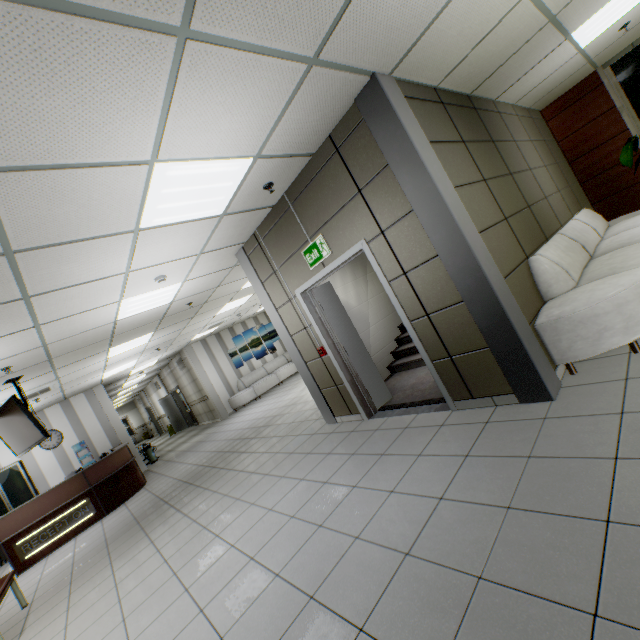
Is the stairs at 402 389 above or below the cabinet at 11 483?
below

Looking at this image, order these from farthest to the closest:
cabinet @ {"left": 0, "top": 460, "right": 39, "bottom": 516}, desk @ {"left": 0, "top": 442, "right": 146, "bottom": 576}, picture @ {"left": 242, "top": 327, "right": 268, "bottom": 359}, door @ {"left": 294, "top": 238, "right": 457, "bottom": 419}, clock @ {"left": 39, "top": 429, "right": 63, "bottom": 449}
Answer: picture @ {"left": 242, "top": 327, "right": 268, "bottom": 359} < clock @ {"left": 39, "top": 429, "right": 63, "bottom": 449} < cabinet @ {"left": 0, "top": 460, "right": 39, "bottom": 516} < desk @ {"left": 0, "top": 442, "right": 146, "bottom": 576} < door @ {"left": 294, "top": 238, "right": 457, "bottom": 419}

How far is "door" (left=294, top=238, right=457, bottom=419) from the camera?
3.6 meters

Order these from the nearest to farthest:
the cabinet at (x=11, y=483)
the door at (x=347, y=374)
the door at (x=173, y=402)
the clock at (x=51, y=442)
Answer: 1. the door at (x=347, y=374)
2. the cabinet at (x=11, y=483)
3. the clock at (x=51, y=442)
4. the door at (x=173, y=402)

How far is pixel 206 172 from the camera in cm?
293

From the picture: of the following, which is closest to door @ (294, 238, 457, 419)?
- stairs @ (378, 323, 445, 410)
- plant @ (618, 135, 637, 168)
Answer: stairs @ (378, 323, 445, 410)

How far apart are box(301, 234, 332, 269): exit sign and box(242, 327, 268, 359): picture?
10.4 meters

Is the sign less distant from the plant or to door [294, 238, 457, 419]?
door [294, 238, 457, 419]
